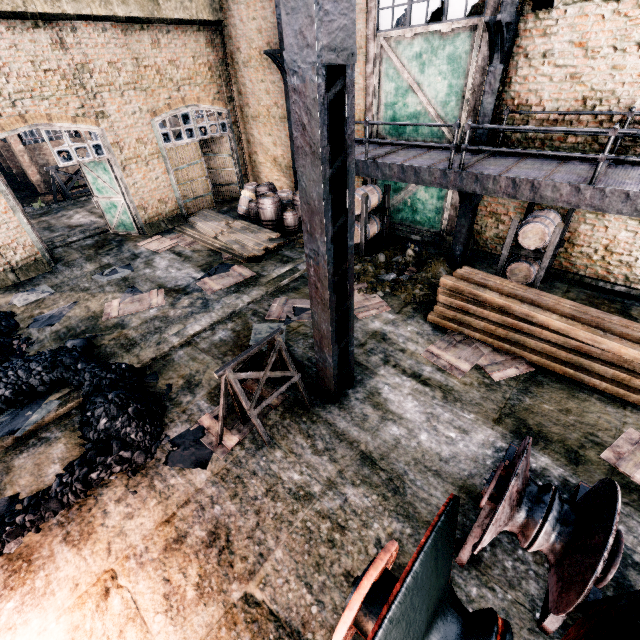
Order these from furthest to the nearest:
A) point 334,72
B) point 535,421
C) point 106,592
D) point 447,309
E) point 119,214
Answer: point 119,214 < point 447,309 < point 535,421 < point 106,592 < point 334,72

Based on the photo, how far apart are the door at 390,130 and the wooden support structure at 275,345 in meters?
9.6

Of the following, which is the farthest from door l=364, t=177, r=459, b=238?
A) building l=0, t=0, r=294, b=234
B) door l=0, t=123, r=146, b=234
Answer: building l=0, t=0, r=294, b=234

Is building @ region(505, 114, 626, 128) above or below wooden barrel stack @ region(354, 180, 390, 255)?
above

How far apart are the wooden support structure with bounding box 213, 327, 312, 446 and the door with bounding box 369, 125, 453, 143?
9.6 meters

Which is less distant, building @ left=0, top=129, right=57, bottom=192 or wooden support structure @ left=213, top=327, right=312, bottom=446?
wooden support structure @ left=213, top=327, right=312, bottom=446

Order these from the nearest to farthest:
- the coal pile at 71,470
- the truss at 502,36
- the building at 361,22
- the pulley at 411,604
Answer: the pulley at 411,604, the coal pile at 71,470, the truss at 502,36, the building at 361,22

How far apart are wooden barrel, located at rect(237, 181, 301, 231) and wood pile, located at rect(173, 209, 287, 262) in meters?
1.5
